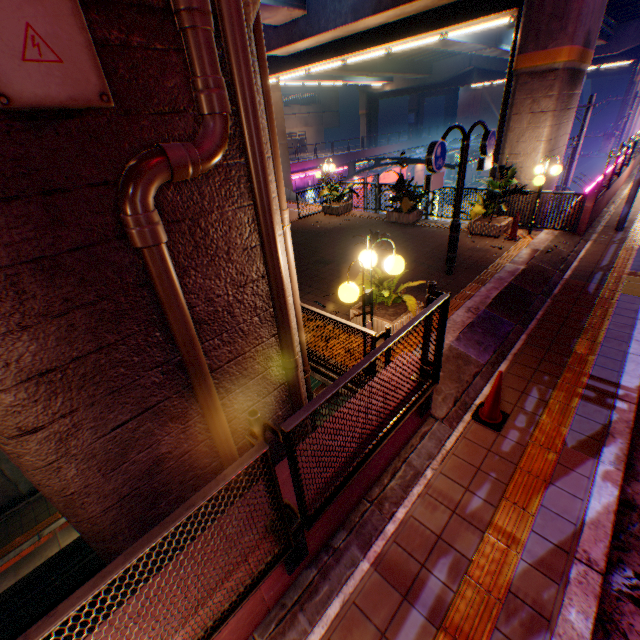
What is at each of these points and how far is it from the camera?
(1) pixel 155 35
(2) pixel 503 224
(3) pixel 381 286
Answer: (1) overpass support, 2.27m
(2) flower bed, 10.24m
(3) plants, 6.27m

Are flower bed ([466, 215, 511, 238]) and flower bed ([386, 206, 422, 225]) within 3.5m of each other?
yes

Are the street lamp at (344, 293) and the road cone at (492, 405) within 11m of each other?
yes

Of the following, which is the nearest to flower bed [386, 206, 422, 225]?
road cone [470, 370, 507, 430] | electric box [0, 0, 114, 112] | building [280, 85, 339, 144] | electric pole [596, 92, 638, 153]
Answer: → road cone [470, 370, 507, 430]

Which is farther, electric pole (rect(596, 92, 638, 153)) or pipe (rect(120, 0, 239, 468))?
electric pole (rect(596, 92, 638, 153))

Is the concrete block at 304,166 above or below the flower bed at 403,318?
above

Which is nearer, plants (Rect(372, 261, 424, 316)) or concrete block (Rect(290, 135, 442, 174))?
plants (Rect(372, 261, 424, 316))

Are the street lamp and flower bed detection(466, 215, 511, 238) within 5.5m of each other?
no
